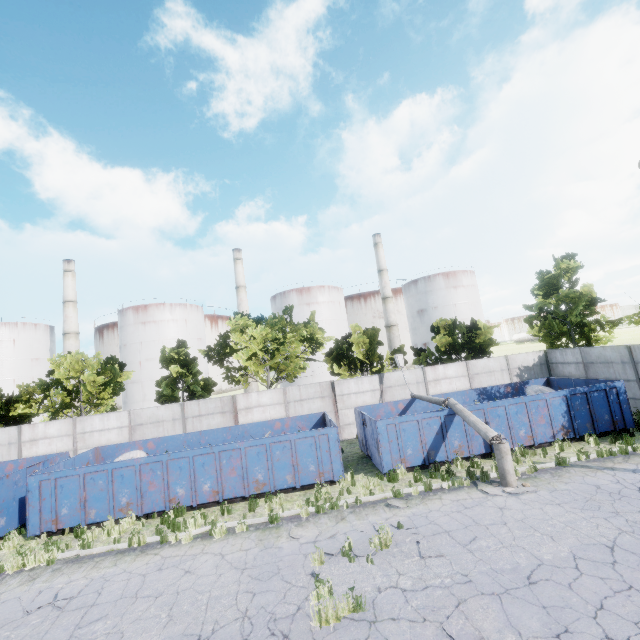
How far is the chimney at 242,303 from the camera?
51.8m

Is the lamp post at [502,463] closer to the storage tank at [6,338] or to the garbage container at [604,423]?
the garbage container at [604,423]

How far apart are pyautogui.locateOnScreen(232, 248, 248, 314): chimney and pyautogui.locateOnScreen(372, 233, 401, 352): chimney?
21.63m

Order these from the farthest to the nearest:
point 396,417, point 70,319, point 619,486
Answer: point 70,319
point 396,417
point 619,486

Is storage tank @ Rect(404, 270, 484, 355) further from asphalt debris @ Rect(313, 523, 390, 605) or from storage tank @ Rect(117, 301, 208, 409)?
asphalt debris @ Rect(313, 523, 390, 605)

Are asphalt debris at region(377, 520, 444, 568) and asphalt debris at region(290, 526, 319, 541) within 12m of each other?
yes

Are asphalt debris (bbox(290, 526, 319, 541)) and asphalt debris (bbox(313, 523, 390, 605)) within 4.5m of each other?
yes

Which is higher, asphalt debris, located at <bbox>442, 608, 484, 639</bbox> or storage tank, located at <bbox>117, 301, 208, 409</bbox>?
storage tank, located at <bbox>117, 301, 208, 409</bbox>
